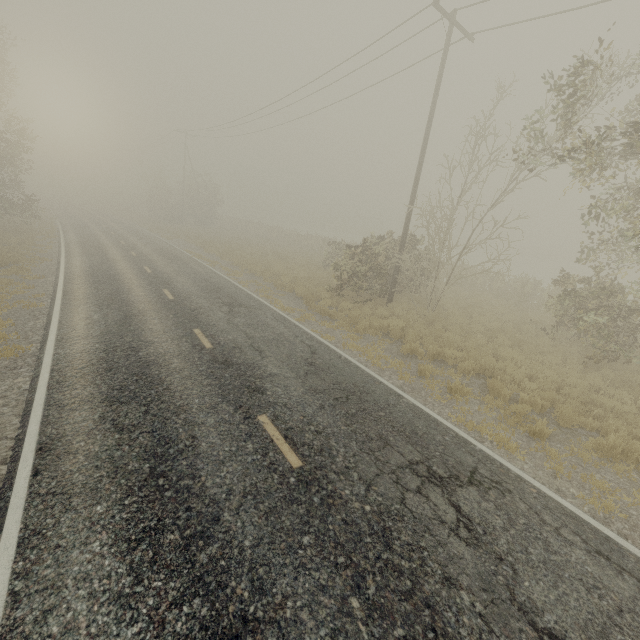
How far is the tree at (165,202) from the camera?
42.59m

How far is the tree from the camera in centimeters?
4259cm

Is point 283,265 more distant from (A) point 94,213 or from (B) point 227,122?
(A) point 94,213
